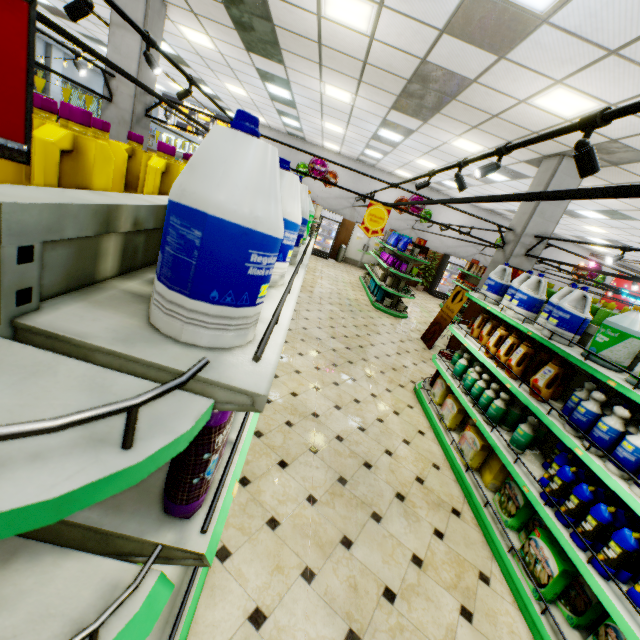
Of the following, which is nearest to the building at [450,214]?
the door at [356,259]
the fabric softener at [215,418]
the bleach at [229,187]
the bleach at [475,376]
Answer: the door at [356,259]

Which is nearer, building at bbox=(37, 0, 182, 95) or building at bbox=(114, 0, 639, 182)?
building at bbox=(114, 0, 639, 182)

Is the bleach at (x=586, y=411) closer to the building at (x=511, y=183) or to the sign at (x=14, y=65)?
the building at (x=511, y=183)

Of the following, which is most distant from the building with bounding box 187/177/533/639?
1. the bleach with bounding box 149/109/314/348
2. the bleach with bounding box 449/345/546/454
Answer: the bleach with bounding box 149/109/314/348

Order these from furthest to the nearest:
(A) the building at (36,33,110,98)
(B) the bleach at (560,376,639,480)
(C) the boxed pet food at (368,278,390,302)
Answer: (A) the building at (36,33,110,98) → (C) the boxed pet food at (368,278,390,302) → (B) the bleach at (560,376,639,480)

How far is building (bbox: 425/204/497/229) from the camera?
16.7m

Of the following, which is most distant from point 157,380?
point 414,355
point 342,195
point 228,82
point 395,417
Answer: point 342,195
